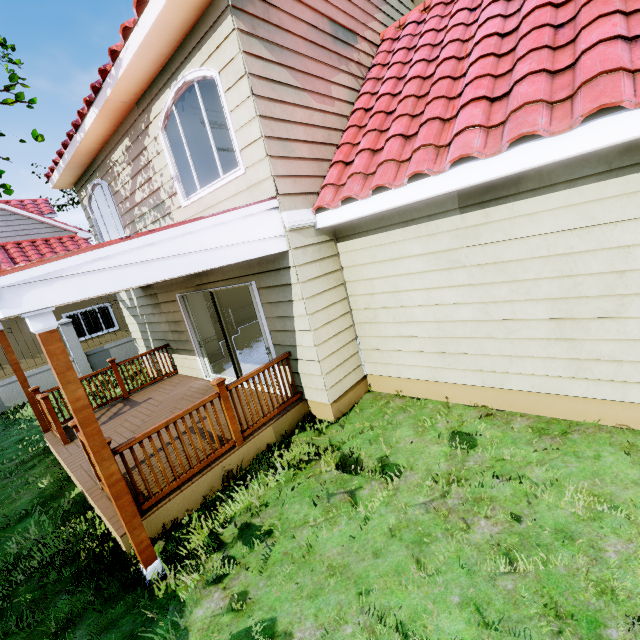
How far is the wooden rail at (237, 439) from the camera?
3.6m

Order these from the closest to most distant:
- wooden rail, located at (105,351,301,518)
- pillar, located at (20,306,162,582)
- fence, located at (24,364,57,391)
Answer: pillar, located at (20,306,162,582) < wooden rail, located at (105,351,301,518) < fence, located at (24,364,57,391)

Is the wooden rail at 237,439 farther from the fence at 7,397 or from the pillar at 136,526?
the fence at 7,397

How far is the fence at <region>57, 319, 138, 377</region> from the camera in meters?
11.6 m

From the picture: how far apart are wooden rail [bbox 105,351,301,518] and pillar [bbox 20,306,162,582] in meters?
0.3

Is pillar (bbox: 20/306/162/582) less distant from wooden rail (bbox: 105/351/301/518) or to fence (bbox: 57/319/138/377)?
wooden rail (bbox: 105/351/301/518)

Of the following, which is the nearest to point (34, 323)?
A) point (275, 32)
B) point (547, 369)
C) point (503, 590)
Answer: point (503, 590)
